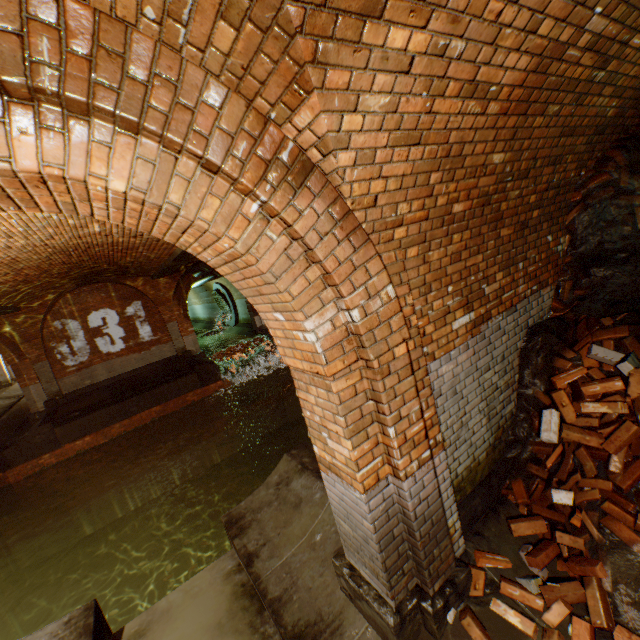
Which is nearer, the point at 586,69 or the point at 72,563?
the point at 586,69

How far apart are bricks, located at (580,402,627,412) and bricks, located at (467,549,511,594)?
0.1m

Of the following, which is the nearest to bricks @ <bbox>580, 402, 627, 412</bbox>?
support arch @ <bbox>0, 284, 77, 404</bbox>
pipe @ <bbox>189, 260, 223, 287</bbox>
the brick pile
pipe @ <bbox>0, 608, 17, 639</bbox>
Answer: the brick pile

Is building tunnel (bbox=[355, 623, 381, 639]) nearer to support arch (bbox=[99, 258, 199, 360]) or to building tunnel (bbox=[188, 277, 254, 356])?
support arch (bbox=[99, 258, 199, 360])

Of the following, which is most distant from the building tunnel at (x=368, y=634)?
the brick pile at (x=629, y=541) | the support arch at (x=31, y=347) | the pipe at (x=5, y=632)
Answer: the support arch at (x=31, y=347)

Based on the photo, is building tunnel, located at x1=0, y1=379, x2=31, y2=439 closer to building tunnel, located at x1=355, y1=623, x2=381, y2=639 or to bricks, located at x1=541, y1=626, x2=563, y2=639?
building tunnel, located at x1=355, y1=623, x2=381, y2=639

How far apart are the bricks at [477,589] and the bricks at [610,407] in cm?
14

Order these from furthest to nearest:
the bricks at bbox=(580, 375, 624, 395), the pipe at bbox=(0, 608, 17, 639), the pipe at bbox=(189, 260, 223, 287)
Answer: the pipe at bbox=(189, 260, 223, 287) → the pipe at bbox=(0, 608, 17, 639) → the bricks at bbox=(580, 375, 624, 395)
